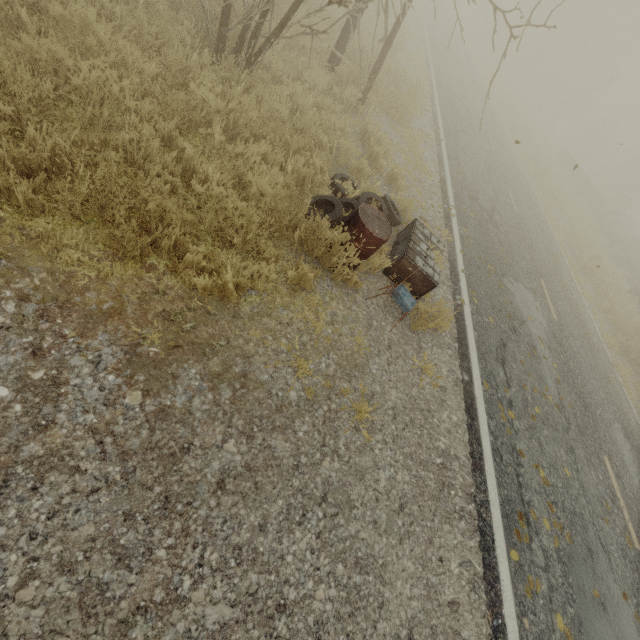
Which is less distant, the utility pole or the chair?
the chair

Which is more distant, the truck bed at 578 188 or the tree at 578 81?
the truck bed at 578 188

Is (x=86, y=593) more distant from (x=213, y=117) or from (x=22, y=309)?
(x=213, y=117)

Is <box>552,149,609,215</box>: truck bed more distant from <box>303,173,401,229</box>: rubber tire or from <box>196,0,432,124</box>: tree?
<box>303,173,401,229</box>: rubber tire

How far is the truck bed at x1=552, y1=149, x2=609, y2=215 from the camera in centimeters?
2551cm

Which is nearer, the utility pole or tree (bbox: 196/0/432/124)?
tree (bbox: 196/0/432/124)

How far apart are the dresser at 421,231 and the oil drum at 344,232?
0.5 meters

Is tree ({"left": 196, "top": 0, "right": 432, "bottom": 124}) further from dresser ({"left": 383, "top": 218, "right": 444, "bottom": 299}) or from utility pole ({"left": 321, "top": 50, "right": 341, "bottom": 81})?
dresser ({"left": 383, "top": 218, "right": 444, "bottom": 299})
